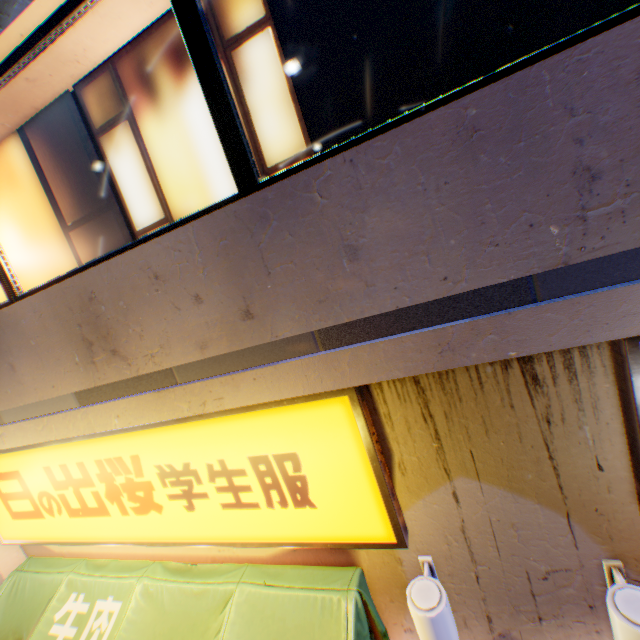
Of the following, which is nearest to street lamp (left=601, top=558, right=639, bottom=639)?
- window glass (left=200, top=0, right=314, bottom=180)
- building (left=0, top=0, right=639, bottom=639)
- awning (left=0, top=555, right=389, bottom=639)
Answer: building (left=0, top=0, right=639, bottom=639)

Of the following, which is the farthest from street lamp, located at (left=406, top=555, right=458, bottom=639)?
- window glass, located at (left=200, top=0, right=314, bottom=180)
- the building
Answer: window glass, located at (left=200, top=0, right=314, bottom=180)

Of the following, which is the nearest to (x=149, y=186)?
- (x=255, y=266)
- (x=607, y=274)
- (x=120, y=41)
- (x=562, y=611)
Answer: (x=120, y=41)

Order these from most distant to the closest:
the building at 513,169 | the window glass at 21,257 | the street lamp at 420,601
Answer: the window glass at 21,257, the street lamp at 420,601, the building at 513,169

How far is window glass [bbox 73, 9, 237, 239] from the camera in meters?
2.6

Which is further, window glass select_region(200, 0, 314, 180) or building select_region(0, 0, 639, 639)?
window glass select_region(200, 0, 314, 180)

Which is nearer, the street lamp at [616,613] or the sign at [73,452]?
the street lamp at [616,613]

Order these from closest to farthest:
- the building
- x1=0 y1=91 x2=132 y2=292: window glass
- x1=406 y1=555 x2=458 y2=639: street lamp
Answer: the building < x1=406 y1=555 x2=458 y2=639: street lamp < x1=0 y1=91 x2=132 y2=292: window glass
